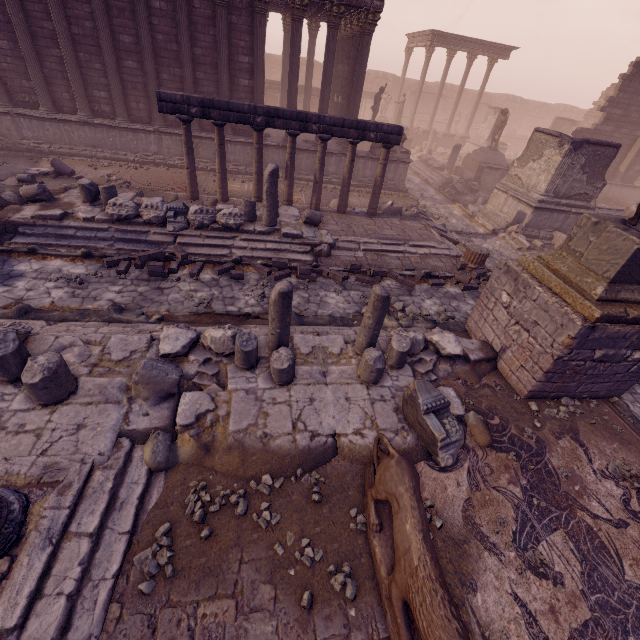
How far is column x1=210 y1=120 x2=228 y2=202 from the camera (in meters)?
10.12

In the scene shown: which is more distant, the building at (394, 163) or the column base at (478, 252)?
the building at (394, 163)

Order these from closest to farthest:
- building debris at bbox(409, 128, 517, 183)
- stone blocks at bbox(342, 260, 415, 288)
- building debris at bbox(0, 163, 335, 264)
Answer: building debris at bbox(0, 163, 335, 264) → stone blocks at bbox(342, 260, 415, 288) → building debris at bbox(409, 128, 517, 183)

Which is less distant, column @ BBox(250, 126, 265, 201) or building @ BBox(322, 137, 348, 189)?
column @ BBox(250, 126, 265, 201)

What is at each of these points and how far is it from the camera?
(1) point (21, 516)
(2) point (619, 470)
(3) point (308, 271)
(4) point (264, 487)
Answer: (1) column base, 3.3 meters
(2) stone, 5.1 meters
(3) stone blocks, 8.8 meters
(4) stone, 4.2 meters

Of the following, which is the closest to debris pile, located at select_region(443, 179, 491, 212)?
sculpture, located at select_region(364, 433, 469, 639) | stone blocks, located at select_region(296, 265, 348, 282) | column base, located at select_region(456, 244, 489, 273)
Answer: column base, located at select_region(456, 244, 489, 273)

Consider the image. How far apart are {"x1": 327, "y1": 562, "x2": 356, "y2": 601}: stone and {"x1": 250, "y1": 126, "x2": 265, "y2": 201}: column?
11.0 meters

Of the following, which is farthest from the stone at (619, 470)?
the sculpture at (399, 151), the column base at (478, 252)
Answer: the sculpture at (399, 151)
